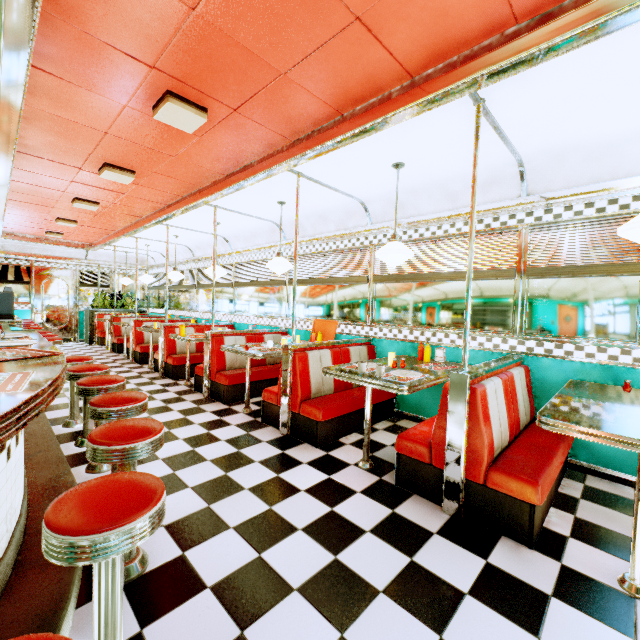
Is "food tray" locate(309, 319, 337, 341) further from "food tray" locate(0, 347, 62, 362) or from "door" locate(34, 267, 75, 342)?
"door" locate(34, 267, 75, 342)

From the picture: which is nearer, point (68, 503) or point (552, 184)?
point (68, 503)

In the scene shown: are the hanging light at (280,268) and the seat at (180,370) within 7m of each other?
yes

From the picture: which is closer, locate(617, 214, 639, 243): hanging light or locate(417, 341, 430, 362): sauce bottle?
locate(617, 214, 639, 243): hanging light

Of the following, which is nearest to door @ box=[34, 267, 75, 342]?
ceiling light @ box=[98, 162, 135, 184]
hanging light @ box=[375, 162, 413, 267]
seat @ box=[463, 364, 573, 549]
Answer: ceiling light @ box=[98, 162, 135, 184]

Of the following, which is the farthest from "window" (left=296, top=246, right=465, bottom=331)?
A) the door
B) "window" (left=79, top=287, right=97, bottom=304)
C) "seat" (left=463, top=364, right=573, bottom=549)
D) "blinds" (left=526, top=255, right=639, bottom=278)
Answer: the door

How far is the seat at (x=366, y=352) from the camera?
3.6 meters

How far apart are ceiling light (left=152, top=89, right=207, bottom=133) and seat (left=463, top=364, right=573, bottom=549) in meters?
3.1 m
